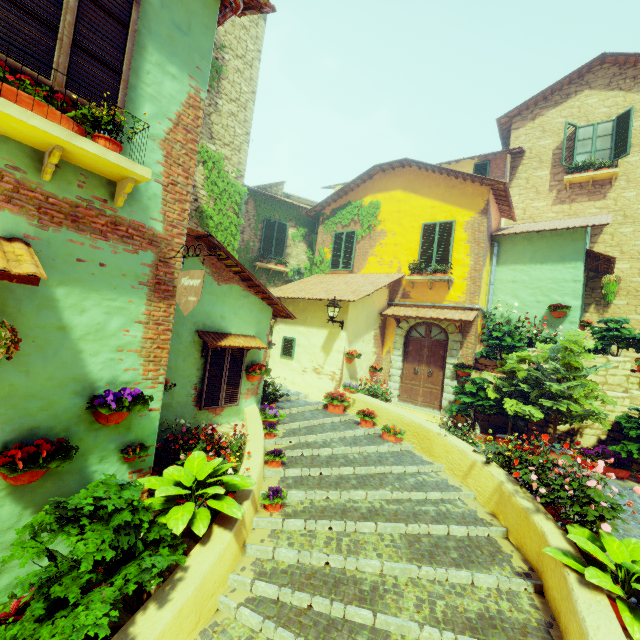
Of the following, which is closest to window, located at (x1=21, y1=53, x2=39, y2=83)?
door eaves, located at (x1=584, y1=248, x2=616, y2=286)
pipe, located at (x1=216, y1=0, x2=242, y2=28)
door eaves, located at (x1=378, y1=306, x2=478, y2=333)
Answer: pipe, located at (x1=216, y1=0, x2=242, y2=28)

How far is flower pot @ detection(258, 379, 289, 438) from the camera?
6.5m

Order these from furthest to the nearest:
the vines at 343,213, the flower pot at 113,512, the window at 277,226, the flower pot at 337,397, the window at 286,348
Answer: the window at 277,226
the vines at 343,213
the window at 286,348
the flower pot at 337,397
the flower pot at 113,512

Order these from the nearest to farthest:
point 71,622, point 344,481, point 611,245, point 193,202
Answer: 1. point 71,622
2. point 344,481
3. point 193,202
4. point 611,245

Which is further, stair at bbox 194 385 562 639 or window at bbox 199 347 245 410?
window at bbox 199 347 245 410

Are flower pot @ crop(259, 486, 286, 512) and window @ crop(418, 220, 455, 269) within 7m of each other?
no

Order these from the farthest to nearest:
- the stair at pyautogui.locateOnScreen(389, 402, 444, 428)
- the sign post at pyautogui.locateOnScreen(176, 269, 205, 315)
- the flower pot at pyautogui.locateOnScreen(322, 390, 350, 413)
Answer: the stair at pyautogui.locateOnScreen(389, 402, 444, 428)
the flower pot at pyautogui.locateOnScreen(322, 390, 350, 413)
the sign post at pyautogui.locateOnScreen(176, 269, 205, 315)

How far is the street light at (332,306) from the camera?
8.98m
